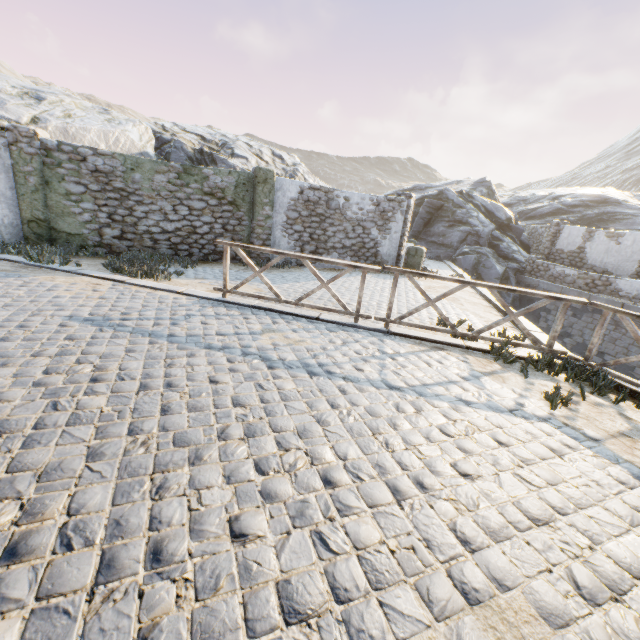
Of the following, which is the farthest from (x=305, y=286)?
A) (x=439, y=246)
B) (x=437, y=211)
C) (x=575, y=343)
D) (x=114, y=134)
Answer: (x=437, y=211)

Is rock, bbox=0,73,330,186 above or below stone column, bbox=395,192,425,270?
above

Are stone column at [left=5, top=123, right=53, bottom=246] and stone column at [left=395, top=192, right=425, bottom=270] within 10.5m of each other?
no

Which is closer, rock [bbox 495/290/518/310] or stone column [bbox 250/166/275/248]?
stone column [bbox 250/166/275/248]

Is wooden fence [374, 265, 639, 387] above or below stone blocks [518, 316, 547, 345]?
above

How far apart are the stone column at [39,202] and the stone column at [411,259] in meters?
11.4 m

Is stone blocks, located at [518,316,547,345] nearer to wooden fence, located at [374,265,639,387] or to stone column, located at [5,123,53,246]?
wooden fence, located at [374,265,639,387]

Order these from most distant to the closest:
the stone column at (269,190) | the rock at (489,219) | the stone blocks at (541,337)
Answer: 1. the rock at (489,219)
2. the stone column at (269,190)
3. the stone blocks at (541,337)
